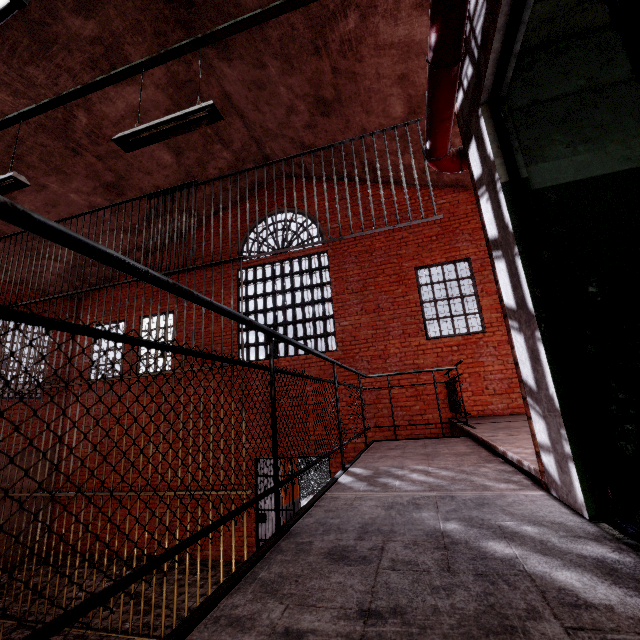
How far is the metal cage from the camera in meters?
13.8

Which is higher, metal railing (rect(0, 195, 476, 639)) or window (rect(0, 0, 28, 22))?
window (rect(0, 0, 28, 22))

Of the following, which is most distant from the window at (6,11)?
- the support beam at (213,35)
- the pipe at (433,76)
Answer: the pipe at (433,76)

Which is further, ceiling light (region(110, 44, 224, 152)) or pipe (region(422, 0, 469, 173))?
ceiling light (region(110, 44, 224, 152))

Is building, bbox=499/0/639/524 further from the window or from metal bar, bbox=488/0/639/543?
the window

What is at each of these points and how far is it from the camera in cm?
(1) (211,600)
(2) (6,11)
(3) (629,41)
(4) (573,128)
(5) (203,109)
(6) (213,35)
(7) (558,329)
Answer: (1) metal railing, 102
(2) window, 527
(3) metal bar, 84
(4) building, 204
(5) ceiling light, 312
(6) support beam, 330
(7) metal bar, 164

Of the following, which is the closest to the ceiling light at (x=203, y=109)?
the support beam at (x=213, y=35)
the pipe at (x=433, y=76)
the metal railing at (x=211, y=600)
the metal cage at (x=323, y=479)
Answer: the support beam at (x=213, y=35)

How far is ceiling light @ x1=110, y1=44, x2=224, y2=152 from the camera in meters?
3.1
